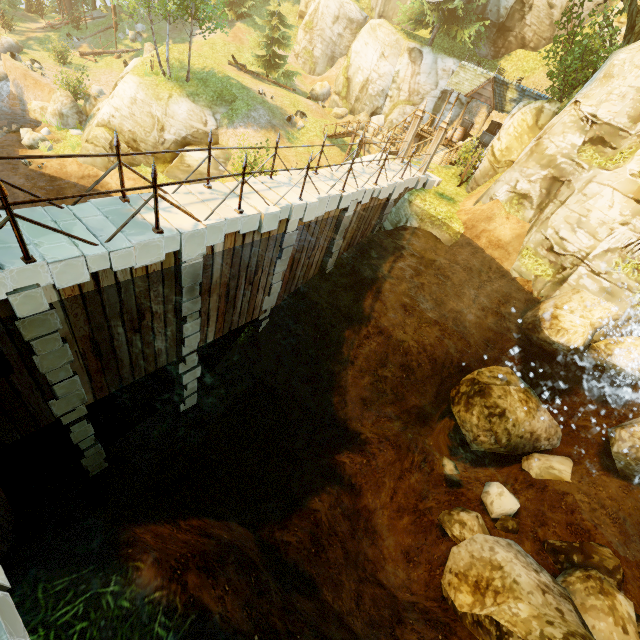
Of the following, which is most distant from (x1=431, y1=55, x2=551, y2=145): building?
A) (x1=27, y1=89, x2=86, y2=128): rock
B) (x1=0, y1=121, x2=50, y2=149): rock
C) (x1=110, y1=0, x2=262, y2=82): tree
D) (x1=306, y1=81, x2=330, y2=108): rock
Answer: (x1=0, y1=121, x2=50, y2=149): rock

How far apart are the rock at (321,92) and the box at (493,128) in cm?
1675

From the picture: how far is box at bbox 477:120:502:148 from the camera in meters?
24.1 m

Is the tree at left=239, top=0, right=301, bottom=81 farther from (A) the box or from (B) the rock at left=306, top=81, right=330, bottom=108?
(A) the box

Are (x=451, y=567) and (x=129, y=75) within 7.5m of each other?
no

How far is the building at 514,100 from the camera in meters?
20.2 m

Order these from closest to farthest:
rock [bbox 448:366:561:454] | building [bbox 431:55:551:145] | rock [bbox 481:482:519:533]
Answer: rock [bbox 481:482:519:533], rock [bbox 448:366:561:454], building [bbox 431:55:551:145]

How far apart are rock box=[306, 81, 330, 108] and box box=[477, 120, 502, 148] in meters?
16.8 m
